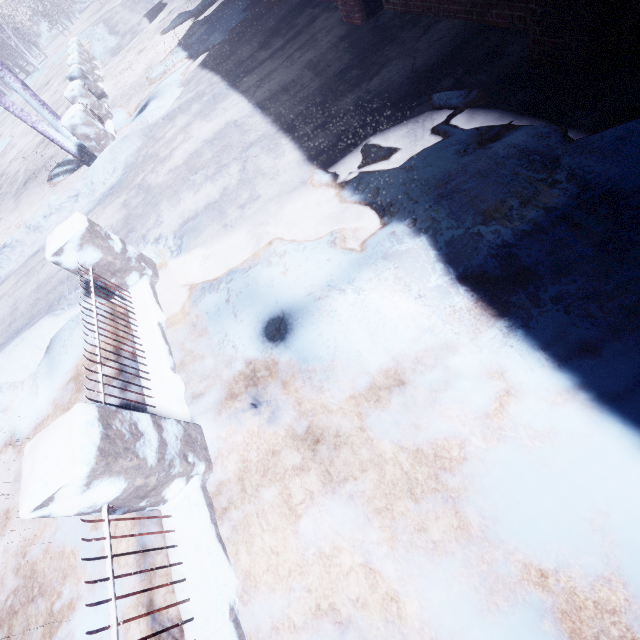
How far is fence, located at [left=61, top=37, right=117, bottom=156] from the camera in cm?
586

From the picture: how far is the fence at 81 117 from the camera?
5.9m

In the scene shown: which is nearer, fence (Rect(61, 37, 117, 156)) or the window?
the window

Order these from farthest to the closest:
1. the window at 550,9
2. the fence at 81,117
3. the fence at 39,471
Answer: the fence at 81,117 → the window at 550,9 → the fence at 39,471

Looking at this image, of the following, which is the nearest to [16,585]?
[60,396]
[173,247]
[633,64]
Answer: [60,396]

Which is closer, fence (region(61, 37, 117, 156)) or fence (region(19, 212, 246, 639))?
fence (region(19, 212, 246, 639))

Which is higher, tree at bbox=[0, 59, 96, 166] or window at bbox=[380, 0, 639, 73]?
tree at bbox=[0, 59, 96, 166]

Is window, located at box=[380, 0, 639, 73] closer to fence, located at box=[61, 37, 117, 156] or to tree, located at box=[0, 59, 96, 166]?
tree, located at box=[0, 59, 96, 166]
